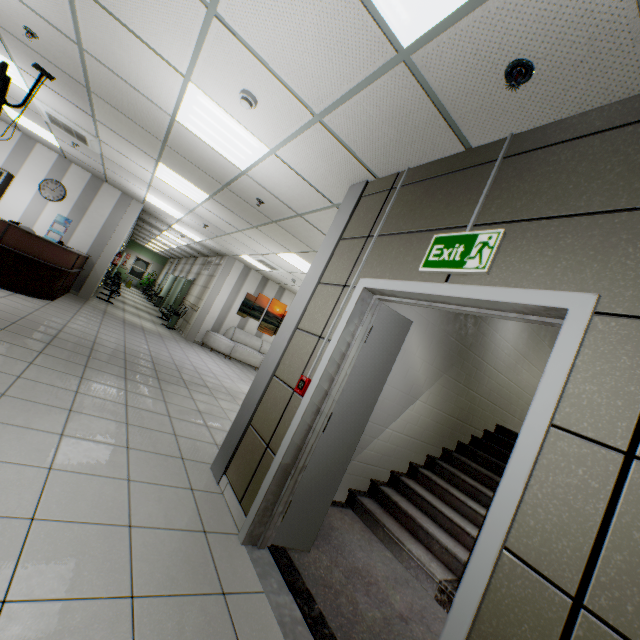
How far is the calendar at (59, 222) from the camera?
8.8m

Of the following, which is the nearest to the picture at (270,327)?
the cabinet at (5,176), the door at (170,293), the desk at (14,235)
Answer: the door at (170,293)

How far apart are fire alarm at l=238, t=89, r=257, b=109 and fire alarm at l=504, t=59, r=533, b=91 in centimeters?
211cm

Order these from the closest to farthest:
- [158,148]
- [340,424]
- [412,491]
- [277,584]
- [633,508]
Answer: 1. [633,508]
2. [277,584]
3. [340,424]
4. [412,491]
5. [158,148]

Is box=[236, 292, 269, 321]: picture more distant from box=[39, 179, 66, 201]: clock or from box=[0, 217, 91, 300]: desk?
box=[39, 179, 66, 201]: clock

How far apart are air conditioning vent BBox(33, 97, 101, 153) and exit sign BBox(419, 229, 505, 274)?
6.74m

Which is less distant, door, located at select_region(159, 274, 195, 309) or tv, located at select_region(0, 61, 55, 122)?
tv, located at select_region(0, 61, 55, 122)

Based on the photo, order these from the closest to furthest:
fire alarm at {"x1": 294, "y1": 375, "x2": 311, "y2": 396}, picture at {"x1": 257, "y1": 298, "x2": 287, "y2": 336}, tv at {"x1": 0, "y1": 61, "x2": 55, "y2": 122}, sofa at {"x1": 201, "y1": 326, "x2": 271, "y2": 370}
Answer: fire alarm at {"x1": 294, "y1": 375, "x2": 311, "y2": 396} → tv at {"x1": 0, "y1": 61, "x2": 55, "y2": 122} → sofa at {"x1": 201, "y1": 326, "x2": 271, "y2": 370} → picture at {"x1": 257, "y1": 298, "x2": 287, "y2": 336}
